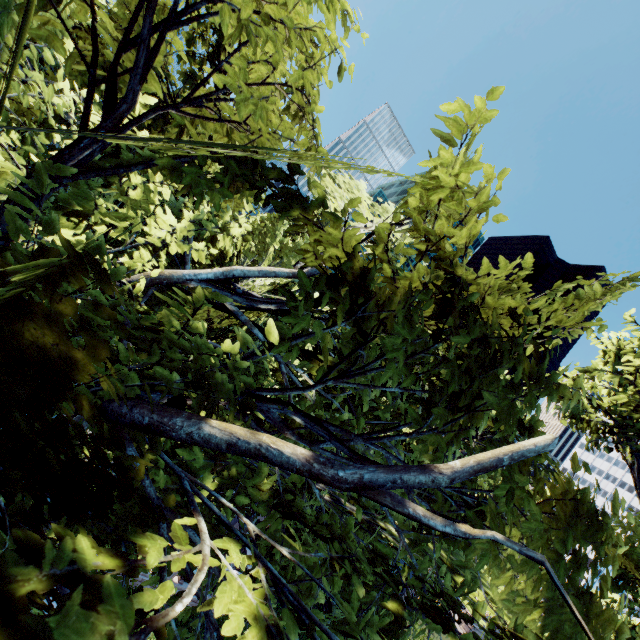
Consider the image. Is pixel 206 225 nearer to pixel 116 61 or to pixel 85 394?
pixel 116 61
